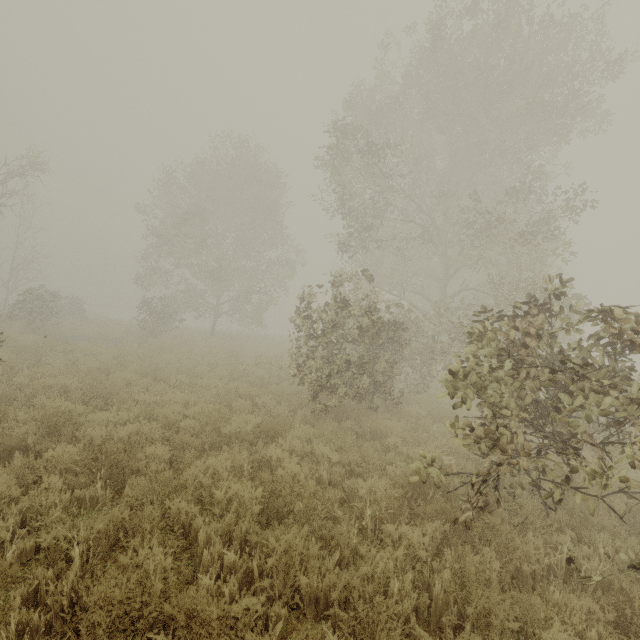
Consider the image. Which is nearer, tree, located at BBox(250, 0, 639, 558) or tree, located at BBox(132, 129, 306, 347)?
tree, located at BBox(250, 0, 639, 558)

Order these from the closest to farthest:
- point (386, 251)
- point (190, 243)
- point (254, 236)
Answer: point (386, 251), point (190, 243), point (254, 236)

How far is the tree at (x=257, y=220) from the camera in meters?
21.8

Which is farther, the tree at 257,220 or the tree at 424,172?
the tree at 257,220

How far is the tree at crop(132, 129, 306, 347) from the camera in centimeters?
2177cm
